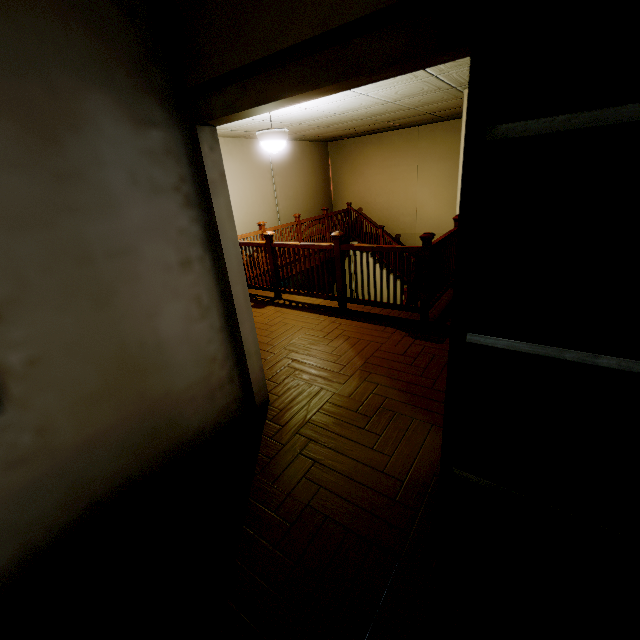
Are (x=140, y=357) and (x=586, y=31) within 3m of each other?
yes

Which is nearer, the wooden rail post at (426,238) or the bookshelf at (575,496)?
the bookshelf at (575,496)

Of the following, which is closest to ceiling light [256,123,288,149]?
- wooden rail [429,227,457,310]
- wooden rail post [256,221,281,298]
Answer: wooden rail post [256,221,281,298]

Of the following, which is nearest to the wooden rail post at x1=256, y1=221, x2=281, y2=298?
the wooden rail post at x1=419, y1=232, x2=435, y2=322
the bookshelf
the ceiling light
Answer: the ceiling light

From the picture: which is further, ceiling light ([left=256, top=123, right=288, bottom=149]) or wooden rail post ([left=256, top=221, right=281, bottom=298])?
wooden rail post ([left=256, top=221, right=281, bottom=298])

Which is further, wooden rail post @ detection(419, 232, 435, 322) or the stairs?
the stairs

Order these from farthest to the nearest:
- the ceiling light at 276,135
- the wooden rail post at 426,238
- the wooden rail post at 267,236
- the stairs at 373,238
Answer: the stairs at 373,238
the wooden rail post at 267,236
the ceiling light at 276,135
the wooden rail post at 426,238

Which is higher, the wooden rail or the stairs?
the wooden rail
